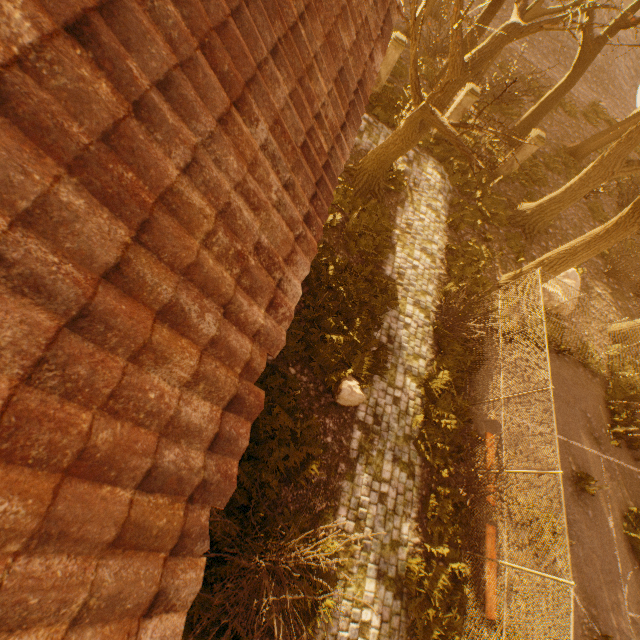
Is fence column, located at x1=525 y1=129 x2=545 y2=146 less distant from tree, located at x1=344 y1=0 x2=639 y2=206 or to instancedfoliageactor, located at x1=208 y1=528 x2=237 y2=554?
tree, located at x1=344 y1=0 x2=639 y2=206

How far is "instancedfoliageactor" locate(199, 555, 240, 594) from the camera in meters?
6.2

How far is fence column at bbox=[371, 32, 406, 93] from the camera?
13.6m

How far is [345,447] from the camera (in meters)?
8.55

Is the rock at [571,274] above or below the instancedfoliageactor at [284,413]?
above

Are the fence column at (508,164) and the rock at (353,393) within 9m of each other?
no

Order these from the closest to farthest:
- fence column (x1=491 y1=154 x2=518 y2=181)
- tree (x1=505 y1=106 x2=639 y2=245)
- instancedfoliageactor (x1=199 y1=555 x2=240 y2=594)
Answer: instancedfoliageactor (x1=199 y1=555 x2=240 y2=594), tree (x1=505 y1=106 x2=639 y2=245), fence column (x1=491 y1=154 x2=518 y2=181)

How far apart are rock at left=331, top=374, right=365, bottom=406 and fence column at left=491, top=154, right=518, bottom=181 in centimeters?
1489cm
